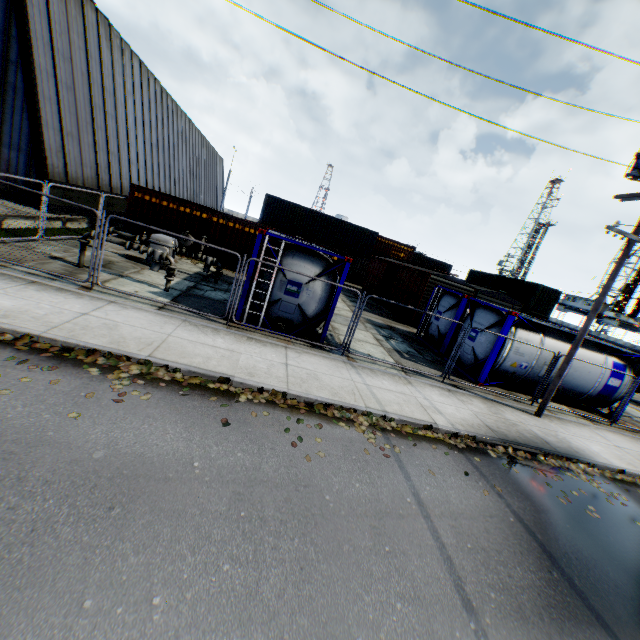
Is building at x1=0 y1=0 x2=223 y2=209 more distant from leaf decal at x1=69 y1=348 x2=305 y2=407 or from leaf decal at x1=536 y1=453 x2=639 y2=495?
leaf decal at x1=536 y1=453 x2=639 y2=495

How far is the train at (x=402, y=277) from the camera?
19.8m

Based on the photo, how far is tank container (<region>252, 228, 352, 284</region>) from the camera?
9.5m

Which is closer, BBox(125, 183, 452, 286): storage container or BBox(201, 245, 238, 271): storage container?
BBox(125, 183, 452, 286): storage container

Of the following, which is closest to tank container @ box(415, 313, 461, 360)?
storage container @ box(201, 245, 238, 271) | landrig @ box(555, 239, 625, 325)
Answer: storage container @ box(201, 245, 238, 271)

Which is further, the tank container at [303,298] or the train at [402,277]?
the train at [402,277]

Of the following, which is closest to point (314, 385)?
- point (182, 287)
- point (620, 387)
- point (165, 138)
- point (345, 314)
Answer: point (182, 287)

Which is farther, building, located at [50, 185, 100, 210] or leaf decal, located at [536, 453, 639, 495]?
building, located at [50, 185, 100, 210]
